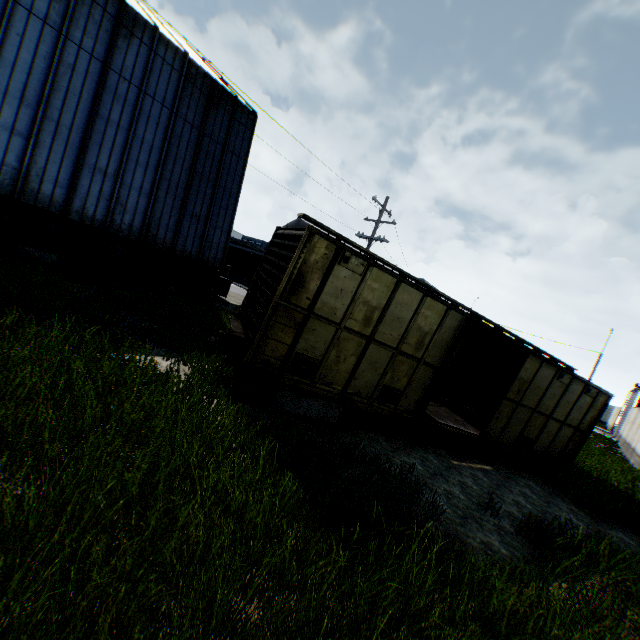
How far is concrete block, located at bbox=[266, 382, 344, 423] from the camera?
7.5 meters

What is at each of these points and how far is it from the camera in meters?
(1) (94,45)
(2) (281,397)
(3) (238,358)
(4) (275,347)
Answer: (1) building, 13.0
(2) concrete block, 7.5
(3) concrete block, 8.8
(4) train, 7.0

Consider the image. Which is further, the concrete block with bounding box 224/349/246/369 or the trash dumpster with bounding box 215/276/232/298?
the trash dumpster with bounding box 215/276/232/298

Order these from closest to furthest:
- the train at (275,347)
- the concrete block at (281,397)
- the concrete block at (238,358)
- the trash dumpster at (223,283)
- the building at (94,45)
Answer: the train at (275,347)
the concrete block at (281,397)
the concrete block at (238,358)
the building at (94,45)
the trash dumpster at (223,283)

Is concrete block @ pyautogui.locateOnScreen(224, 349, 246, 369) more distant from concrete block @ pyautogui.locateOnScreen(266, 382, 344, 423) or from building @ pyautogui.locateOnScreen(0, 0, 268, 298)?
building @ pyautogui.locateOnScreen(0, 0, 268, 298)

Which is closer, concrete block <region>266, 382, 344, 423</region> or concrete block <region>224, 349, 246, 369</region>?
concrete block <region>266, 382, 344, 423</region>

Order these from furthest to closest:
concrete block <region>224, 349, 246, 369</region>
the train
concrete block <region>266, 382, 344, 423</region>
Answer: concrete block <region>224, 349, 246, 369</region> → concrete block <region>266, 382, 344, 423</region> → the train

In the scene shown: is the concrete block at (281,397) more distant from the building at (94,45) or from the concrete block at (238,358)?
the building at (94,45)
